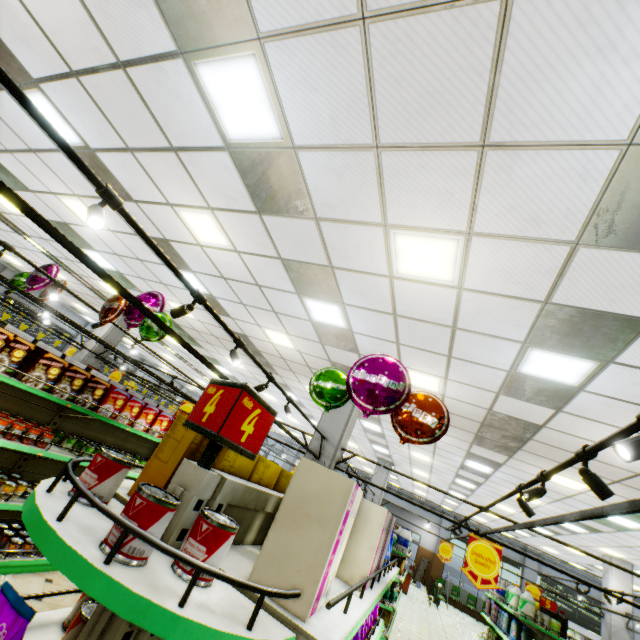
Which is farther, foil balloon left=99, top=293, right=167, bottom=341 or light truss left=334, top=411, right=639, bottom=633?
foil balloon left=99, top=293, right=167, bottom=341

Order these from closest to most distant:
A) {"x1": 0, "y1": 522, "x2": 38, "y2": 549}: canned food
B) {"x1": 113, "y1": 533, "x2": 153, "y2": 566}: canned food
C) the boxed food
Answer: {"x1": 113, "y1": 533, "x2": 153, "y2": 566}: canned food → the boxed food → {"x1": 0, "y1": 522, "x2": 38, "y2": 549}: canned food

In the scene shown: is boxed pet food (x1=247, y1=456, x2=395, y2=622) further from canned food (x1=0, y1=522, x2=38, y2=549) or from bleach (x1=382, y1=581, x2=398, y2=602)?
bleach (x1=382, y1=581, x2=398, y2=602)

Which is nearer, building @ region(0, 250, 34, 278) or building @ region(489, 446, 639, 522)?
building @ region(489, 446, 639, 522)

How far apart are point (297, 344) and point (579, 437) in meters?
5.8 m

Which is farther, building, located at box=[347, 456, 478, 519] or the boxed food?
building, located at box=[347, 456, 478, 519]

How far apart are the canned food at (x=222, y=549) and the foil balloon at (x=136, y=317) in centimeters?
431cm

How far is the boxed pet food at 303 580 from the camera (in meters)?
1.13
